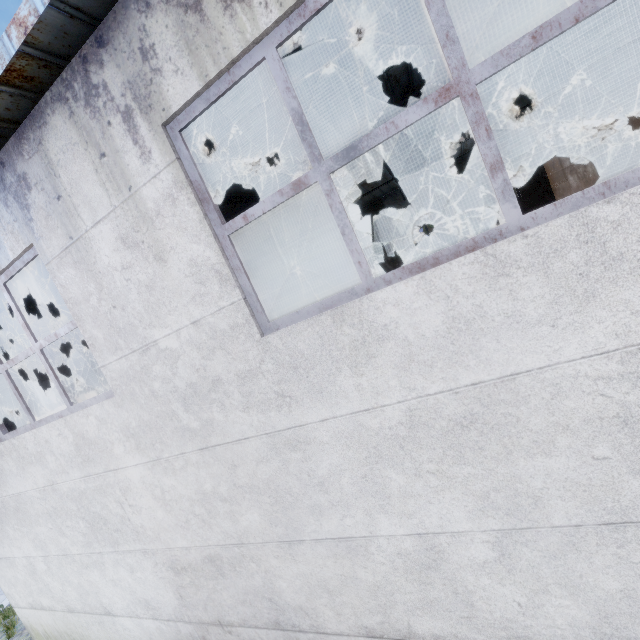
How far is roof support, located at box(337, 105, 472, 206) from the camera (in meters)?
6.07

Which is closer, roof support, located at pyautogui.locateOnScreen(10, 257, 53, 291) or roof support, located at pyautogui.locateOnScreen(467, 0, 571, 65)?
roof support, located at pyautogui.locateOnScreen(467, 0, 571, 65)

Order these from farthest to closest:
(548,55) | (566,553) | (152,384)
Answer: (548,55) < (152,384) < (566,553)

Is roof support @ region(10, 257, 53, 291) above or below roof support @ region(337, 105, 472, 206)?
above

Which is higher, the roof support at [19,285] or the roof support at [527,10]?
the roof support at [527,10]

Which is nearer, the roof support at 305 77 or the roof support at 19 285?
the roof support at 305 77
